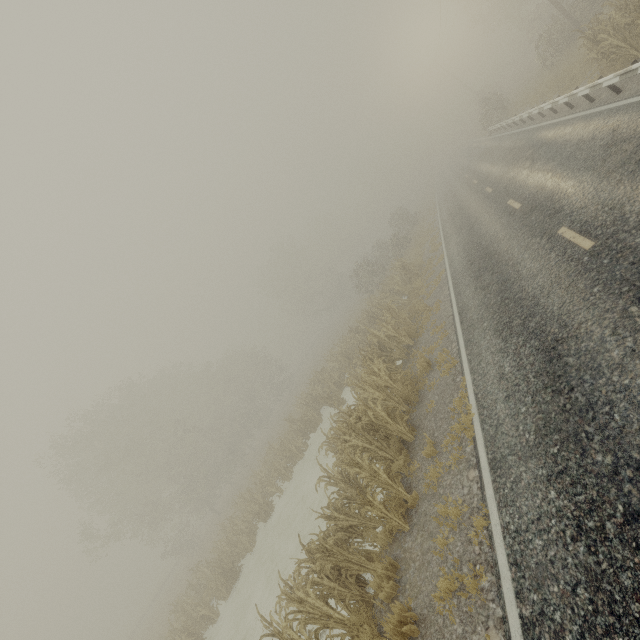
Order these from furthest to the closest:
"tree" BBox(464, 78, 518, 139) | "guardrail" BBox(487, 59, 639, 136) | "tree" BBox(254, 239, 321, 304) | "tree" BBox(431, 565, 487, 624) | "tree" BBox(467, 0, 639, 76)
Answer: "tree" BBox(254, 239, 321, 304), "tree" BBox(464, 78, 518, 139), "tree" BBox(467, 0, 639, 76), "guardrail" BBox(487, 59, 639, 136), "tree" BBox(431, 565, 487, 624)

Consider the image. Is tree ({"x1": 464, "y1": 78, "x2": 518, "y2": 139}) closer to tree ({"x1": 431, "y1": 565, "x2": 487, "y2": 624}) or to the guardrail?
the guardrail

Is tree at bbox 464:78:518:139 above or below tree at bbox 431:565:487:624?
above

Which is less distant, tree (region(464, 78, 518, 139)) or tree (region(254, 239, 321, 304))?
tree (region(464, 78, 518, 139))

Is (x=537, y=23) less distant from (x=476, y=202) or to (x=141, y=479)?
(x=476, y=202)

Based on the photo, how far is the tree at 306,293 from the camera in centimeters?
5516cm

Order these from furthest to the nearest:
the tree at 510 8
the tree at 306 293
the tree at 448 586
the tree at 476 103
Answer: the tree at 306 293 < the tree at 476 103 < the tree at 510 8 < the tree at 448 586
